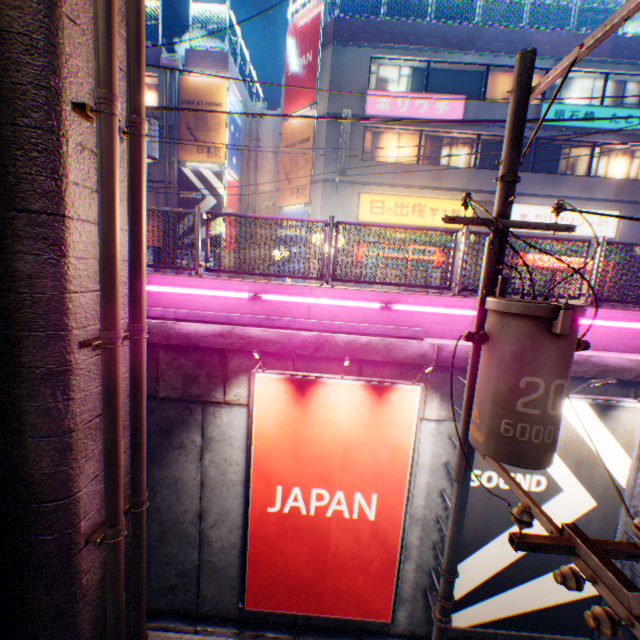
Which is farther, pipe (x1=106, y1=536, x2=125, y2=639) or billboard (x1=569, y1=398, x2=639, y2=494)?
billboard (x1=569, y1=398, x2=639, y2=494)

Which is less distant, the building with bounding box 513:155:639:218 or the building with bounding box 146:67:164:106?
the building with bounding box 513:155:639:218

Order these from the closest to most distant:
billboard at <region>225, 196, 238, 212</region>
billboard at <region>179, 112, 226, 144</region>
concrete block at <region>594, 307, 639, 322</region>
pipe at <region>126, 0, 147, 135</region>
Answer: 1. pipe at <region>126, 0, 147, 135</region>
2. concrete block at <region>594, 307, 639, 322</region>
3. billboard at <region>179, 112, 226, 144</region>
4. billboard at <region>225, 196, 238, 212</region>

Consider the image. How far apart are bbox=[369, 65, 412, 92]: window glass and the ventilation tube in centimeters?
988cm

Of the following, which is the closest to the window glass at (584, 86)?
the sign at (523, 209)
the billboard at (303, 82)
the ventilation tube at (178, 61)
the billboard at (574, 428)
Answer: the sign at (523, 209)

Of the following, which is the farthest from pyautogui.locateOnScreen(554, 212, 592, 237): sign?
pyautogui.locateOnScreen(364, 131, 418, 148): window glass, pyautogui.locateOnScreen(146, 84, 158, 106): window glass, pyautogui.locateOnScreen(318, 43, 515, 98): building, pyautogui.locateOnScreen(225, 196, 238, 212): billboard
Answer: pyautogui.locateOnScreen(146, 84, 158, 106): window glass

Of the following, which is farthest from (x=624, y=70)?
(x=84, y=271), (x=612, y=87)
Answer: (x=84, y=271)

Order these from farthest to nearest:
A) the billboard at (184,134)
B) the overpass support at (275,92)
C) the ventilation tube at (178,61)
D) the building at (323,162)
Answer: the overpass support at (275,92), the billboard at (184,134), the ventilation tube at (178,61), the building at (323,162)
